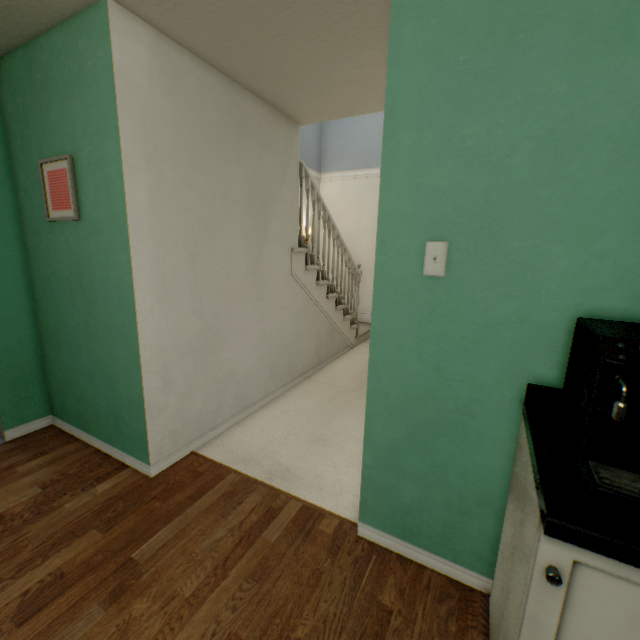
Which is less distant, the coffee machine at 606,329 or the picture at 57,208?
the coffee machine at 606,329

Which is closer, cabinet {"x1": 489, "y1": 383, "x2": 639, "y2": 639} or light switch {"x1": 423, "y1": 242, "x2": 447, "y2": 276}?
cabinet {"x1": 489, "y1": 383, "x2": 639, "y2": 639}

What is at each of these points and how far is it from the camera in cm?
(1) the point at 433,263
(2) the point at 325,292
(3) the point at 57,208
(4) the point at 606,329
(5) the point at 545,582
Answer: (1) light switch, 122
(2) stairs, 377
(3) picture, 195
(4) coffee machine, 83
(5) cabinet, 70

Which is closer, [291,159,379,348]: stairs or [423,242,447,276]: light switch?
[423,242,447,276]: light switch

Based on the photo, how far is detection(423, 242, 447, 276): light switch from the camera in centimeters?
120cm

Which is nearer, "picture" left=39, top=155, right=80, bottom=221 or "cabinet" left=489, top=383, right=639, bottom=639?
"cabinet" left=489, top=383, right=639, bottom=639

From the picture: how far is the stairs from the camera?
3.2 meters

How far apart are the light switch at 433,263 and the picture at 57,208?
1.9 meters
